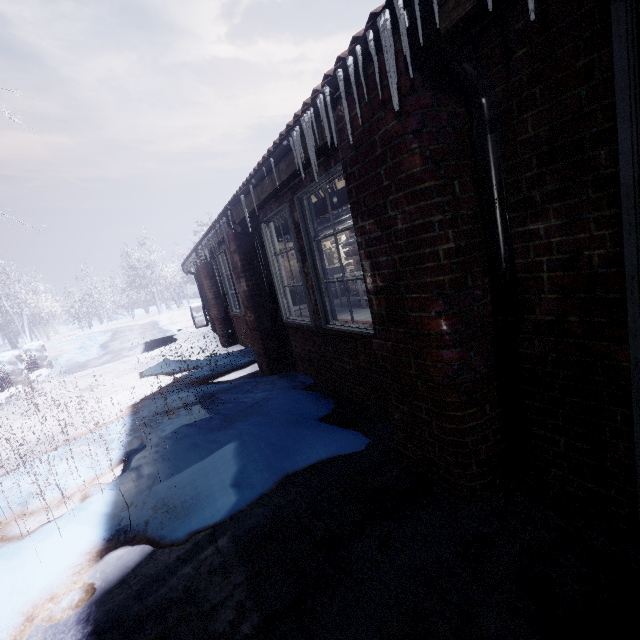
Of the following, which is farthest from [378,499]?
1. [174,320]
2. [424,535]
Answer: [174,320]

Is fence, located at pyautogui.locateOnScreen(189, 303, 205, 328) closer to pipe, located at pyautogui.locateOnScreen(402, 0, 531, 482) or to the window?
the window

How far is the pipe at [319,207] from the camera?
3.7 meters

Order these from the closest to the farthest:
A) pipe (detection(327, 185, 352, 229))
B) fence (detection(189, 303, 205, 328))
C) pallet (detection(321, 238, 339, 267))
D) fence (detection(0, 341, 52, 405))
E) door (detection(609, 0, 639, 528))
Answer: door (detection(609, 0, 639, 528)) < pipe (detection(327, 185, 352, 229)) < fence (detection(0, 341, 52, 405)) < pallet (detection(321, 238, 339, 267)) < fence (detection(189, 303, 205, 328))

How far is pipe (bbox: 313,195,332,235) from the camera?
3.71m

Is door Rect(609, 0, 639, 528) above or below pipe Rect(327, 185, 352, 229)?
below

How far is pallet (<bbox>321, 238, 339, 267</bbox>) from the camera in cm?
1073

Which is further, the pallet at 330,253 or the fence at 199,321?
the fence at 199,321
